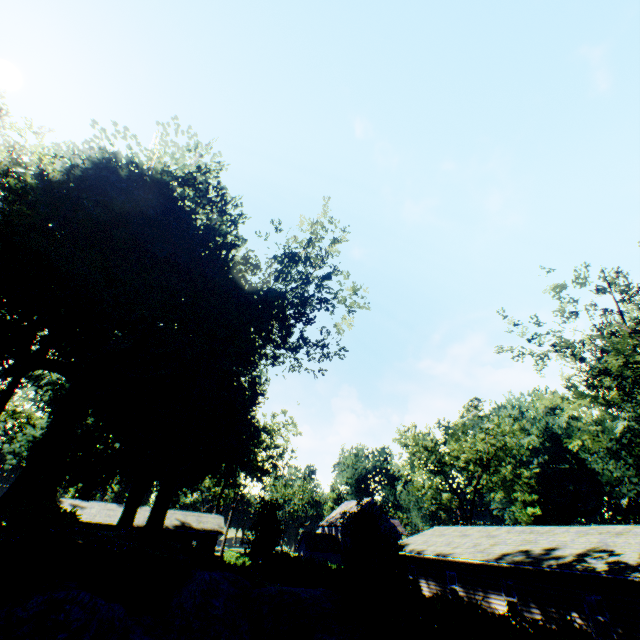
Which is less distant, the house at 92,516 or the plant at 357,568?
the plant at 357,568

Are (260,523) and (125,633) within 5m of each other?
no

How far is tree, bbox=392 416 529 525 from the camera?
42.00m

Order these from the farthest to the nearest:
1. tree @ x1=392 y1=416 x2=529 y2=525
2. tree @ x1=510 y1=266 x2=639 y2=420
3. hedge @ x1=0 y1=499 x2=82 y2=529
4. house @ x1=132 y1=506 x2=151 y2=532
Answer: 1. tree @ x1=392 y1=416 x2=529 y2=525
2. house @ x1=132 y1=506 x2=151 y2=532
3. tree @ x1=510 y1=266 x2=639 y2=420
4. hedge @ x1=0 y1=499 x2=82 y2=529

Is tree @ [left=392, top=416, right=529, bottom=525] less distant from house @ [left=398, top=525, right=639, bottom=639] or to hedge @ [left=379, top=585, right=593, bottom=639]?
house @ [left=398, top=525, right=639, bottom=639]

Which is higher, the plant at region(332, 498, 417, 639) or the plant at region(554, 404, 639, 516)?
the plant at region(554, 404, 639, 516)

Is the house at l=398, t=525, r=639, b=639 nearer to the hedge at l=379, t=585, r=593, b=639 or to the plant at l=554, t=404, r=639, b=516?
the hedge at l=379, t=585, r=593, b=639
